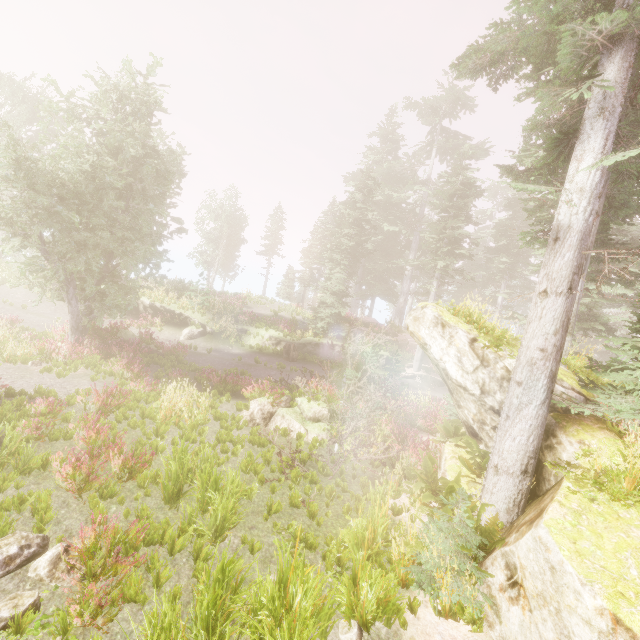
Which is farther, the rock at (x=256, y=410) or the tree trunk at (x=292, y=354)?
the tree trunk at (x=292, y=354)

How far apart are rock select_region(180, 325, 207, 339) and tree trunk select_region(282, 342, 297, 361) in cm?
554

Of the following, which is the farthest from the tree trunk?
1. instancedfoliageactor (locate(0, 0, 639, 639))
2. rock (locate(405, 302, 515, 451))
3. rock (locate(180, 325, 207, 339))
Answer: rock (locate(405, 302, 515, 451))

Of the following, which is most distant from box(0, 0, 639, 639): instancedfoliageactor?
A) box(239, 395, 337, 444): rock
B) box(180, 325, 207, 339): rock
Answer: box(180, 325, 207, 339): rock

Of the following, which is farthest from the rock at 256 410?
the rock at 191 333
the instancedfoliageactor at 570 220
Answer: the rock at 191 333

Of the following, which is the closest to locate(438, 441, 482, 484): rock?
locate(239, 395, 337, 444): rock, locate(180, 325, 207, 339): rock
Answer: locate(239, 395, 337, 444): rock

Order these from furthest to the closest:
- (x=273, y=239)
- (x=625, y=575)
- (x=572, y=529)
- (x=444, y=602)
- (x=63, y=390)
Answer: (x=273, y=239) < (x=63, y=390) < (x=444, y=602) < (x=572, y=529) < (x=625, y=575)

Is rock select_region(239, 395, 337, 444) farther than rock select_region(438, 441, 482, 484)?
Yes
